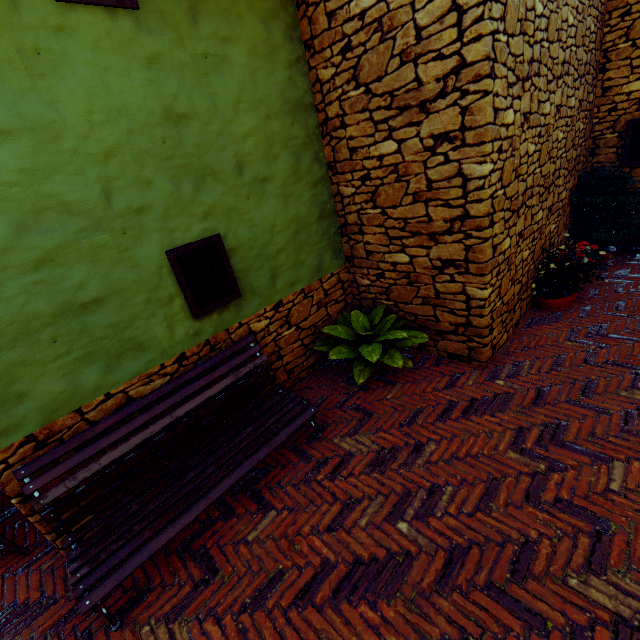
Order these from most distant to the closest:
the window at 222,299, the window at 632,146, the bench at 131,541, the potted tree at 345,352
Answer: the window at 632,146
the potted tree at 345,352
the window at 222,299
the bench at 131,541

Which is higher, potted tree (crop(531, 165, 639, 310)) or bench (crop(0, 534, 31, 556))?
bench (crop(0, 534, 31, 556))

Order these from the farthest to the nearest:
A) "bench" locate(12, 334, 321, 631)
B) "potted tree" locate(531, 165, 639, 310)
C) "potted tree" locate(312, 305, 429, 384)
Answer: "potted tree" locate(531, 165, 639, 310) < "potted tree" locate(312, 305, 429, 384) < "bench" locate(12, 334, 321, 631)

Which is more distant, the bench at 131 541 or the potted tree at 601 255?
the potted tree at 601 255

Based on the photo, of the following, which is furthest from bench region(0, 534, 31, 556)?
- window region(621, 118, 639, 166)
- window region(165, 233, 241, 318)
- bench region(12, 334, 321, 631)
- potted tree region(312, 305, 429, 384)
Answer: window region(621, 118, 639, 166)

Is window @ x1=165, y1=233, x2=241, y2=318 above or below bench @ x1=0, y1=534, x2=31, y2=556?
above

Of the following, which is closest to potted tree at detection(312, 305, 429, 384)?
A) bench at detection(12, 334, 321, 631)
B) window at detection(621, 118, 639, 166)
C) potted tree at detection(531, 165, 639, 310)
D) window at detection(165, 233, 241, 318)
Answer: bench at detection(12, 334, 321, 631)

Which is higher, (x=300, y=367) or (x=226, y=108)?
(x=226, y=108)
